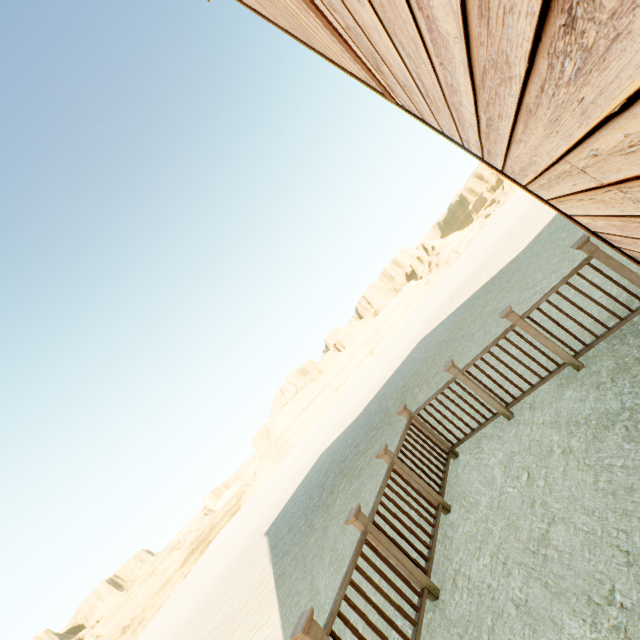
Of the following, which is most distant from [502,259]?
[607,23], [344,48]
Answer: [607,23]

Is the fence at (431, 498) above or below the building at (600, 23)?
below

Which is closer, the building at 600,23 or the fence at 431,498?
the building at 600,23

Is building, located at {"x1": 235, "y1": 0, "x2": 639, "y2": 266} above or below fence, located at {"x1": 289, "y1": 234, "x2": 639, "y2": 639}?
above

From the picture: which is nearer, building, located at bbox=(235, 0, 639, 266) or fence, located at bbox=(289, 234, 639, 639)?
building, located at bbox=(235, 0, 639, 266)
